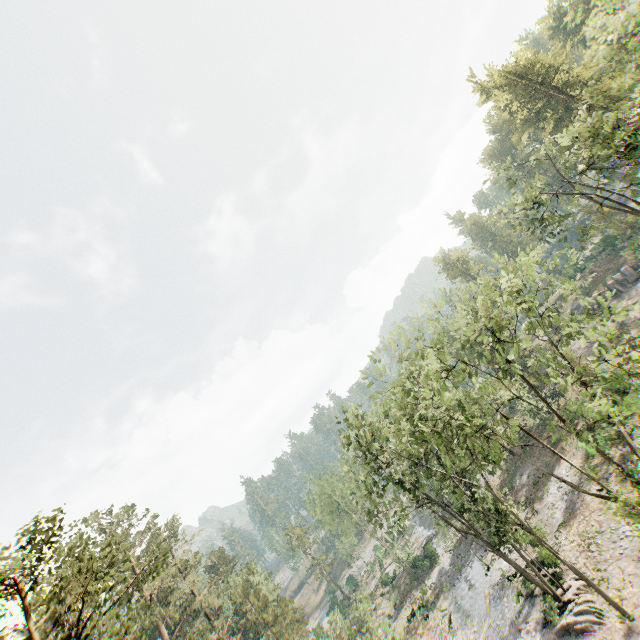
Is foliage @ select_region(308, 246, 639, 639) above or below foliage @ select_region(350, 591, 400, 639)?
above

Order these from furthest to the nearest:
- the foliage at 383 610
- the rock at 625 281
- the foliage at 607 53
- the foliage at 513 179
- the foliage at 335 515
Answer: the rock at 625 281 → the foliage at 383 610 → the foliage at 513 179 → the foliage at 607 53 → the foliage at 335 515

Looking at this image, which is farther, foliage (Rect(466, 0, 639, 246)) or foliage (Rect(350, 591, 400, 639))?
foliage (Rect(350, 591, 400, 639))

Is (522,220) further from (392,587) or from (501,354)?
(392,587)

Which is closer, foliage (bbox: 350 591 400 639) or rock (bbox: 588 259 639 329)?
foliage (bbox: 350 591 400 639)

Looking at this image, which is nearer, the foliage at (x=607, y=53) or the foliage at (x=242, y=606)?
the foliage at (x=242, y=606)

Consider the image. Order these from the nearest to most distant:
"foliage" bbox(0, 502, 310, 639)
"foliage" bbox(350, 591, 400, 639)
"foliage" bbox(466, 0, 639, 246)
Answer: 1. "foliage" bbox(0, 502, 310, 639)
2. "foliage" bbox(466, 0, 639, 246)
3. "foliage" bbox(350, 591, 400, 639)
